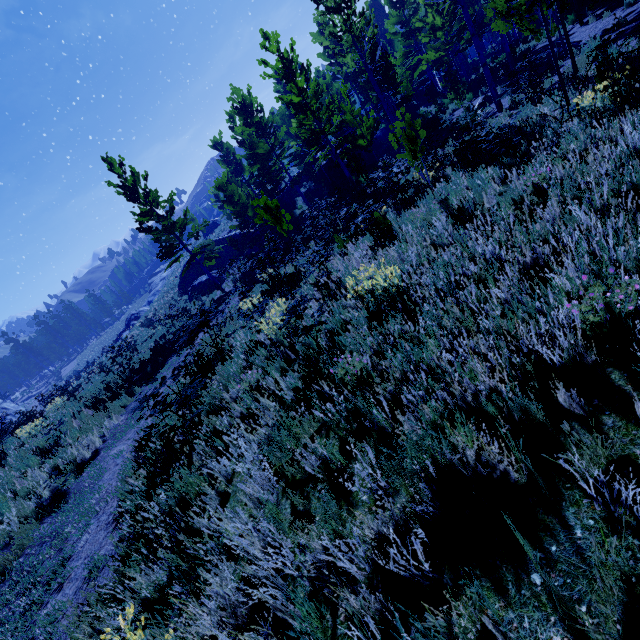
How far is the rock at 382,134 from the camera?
31.5m

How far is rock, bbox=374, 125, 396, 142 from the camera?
31.5m

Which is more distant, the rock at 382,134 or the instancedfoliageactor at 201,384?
the rock at 382,134

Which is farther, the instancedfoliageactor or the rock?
the rock

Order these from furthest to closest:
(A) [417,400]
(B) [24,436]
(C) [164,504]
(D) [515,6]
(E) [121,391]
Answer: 1. (E) [121,391]
2. (B) [24,436]
3. (D) [515,6]
4. (C) [164,504]
5. (A) [417,400]
